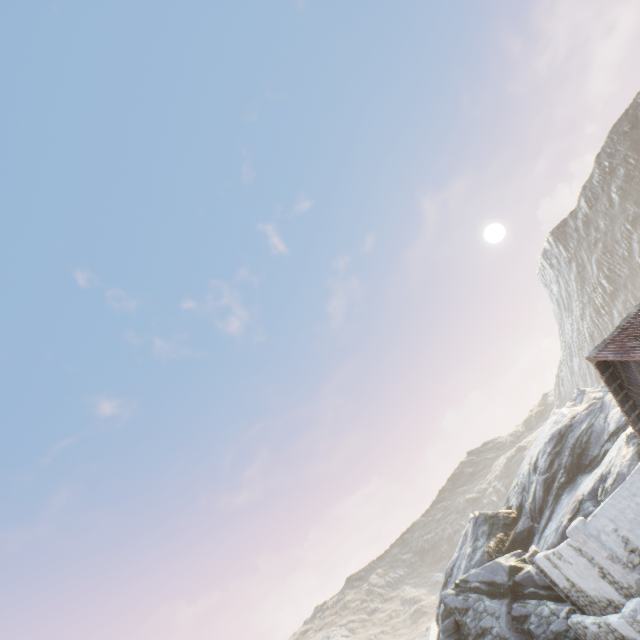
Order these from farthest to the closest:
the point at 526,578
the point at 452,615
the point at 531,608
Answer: the point at 452,615 < the point at 526,578 < the point at 531,608
